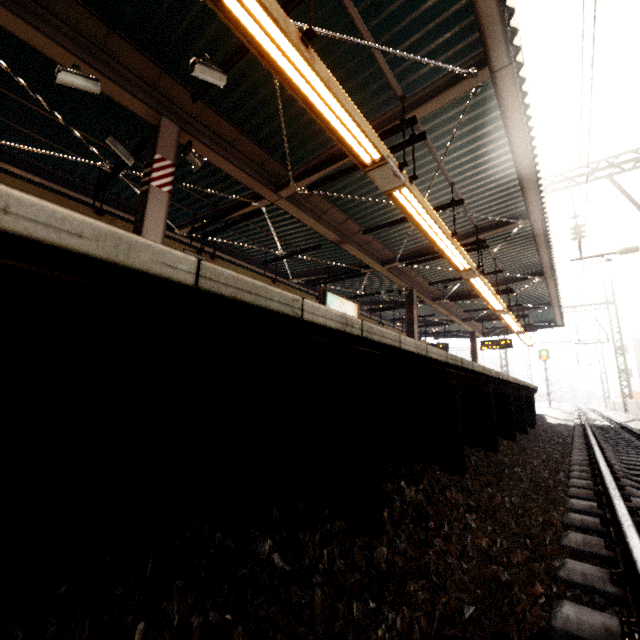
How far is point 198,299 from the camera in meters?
1.1

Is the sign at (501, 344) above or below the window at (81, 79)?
below

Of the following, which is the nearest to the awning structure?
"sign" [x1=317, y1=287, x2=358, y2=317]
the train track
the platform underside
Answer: "sign" [x1=317, y1=287, x2=358, y2=317]

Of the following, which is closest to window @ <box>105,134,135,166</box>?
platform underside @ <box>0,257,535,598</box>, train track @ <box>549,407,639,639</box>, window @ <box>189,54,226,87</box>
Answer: window @ <box>189,54,226,87</box>

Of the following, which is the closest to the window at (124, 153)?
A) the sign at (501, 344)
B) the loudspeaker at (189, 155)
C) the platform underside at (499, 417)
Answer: the loudspeaker at (189, 155)

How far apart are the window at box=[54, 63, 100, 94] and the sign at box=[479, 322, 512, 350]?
18.2m

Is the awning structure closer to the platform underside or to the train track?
the platform underside

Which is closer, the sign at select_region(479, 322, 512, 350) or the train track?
the train track
